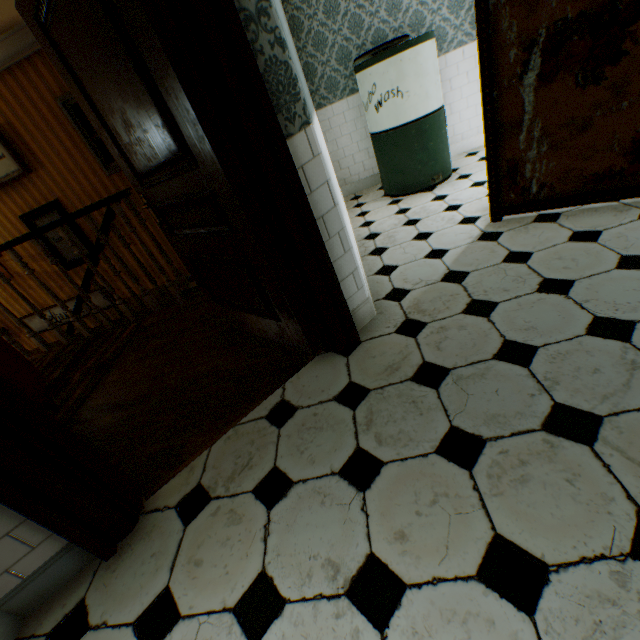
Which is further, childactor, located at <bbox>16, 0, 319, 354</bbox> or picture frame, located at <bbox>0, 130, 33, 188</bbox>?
picture frame, located at <bbox>0, 130, 33, 188</bbox>

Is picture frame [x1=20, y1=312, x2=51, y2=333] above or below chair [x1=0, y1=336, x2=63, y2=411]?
below

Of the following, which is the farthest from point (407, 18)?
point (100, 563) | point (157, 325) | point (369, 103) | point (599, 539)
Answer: point (100, 563)

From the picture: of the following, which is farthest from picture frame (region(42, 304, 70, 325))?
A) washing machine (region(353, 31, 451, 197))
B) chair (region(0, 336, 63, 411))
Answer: washing machine (region(353, 31, 451, 197))

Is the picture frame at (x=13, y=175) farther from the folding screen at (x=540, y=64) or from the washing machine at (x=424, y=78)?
the folding screen at (x=540, y=64)

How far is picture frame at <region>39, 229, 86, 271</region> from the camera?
5.23m

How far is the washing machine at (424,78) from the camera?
3.2m

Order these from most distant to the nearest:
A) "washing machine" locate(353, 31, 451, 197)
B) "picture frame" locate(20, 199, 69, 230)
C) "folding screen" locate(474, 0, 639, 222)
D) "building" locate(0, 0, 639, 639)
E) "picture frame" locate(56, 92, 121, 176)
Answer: "picture frame" locate(20, 199, 69, 230) < "picture frame" locate(56, 92, 121, 176) < "washing machine" locate(353, 31, 451, 197) < "folding screen" locate(474, 0, 639, 222) < "building" locate(0, 0, 639, 639)
